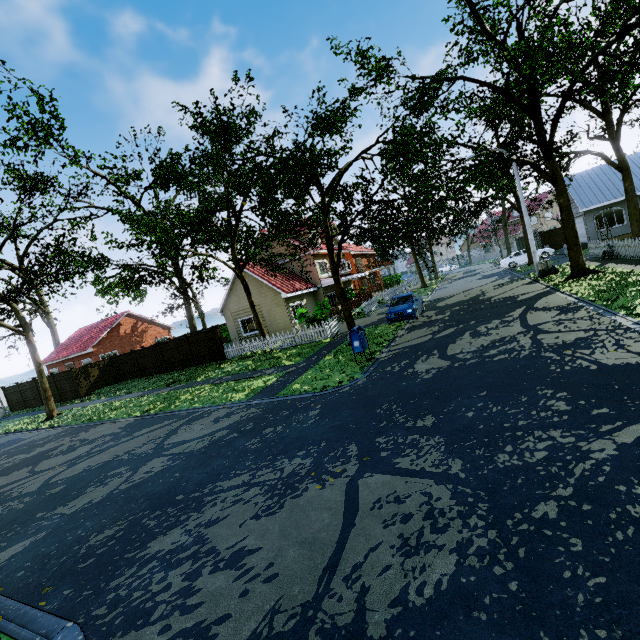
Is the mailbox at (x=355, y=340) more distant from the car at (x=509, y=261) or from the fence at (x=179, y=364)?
the car at (x=509, y=261)

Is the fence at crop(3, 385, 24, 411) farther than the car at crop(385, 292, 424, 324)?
Yes

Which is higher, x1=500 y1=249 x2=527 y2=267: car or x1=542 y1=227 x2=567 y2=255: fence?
x1=542 y1=227 x2=567 y2=255: fence

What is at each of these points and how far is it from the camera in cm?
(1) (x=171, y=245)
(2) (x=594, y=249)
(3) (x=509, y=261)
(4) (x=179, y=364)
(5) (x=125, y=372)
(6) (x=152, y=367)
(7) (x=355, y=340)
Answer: (1) tree, 3297
(2) fence, 2145
(3) car, 3203
(4) fence, 2386
(5) fence, 2667
(6) fence, 2519
(7) mailbox, 1157

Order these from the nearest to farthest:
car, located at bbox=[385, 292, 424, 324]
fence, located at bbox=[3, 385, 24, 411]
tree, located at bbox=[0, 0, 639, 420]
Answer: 1. tree, located at bbox=[0, 0, 639, 420]
2. car, located at bbox=[385, 292, 424, 324]
3. fence, located at bbox=[3, 385, 24, 411]

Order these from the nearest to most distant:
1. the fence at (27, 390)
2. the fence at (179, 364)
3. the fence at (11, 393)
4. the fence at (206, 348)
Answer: the fence at (206, 348)
the fence at (179, 364)
the fence at (27, 390)
the fence at (11, 393)

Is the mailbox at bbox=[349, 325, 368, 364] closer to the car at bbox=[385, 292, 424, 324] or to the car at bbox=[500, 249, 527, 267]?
the car at bbox=[385, 292, 424, 324]

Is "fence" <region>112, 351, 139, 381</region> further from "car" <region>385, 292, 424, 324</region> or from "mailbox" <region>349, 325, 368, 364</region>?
"mailbox" <region>349, 325, 368, 364</region>
